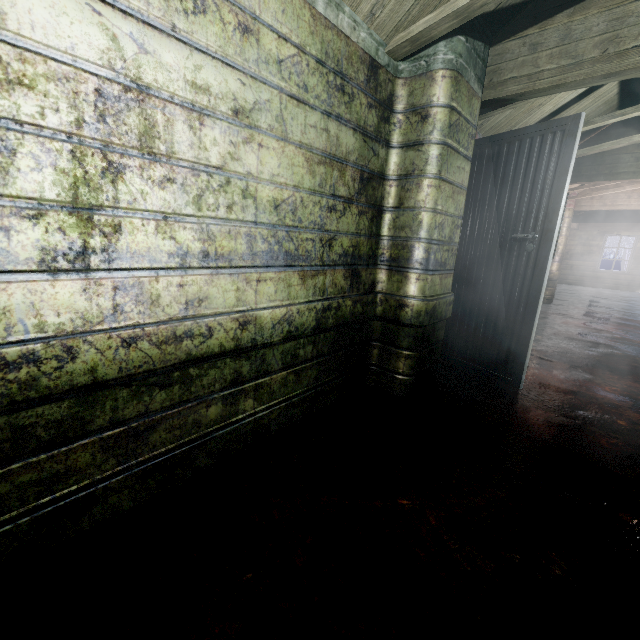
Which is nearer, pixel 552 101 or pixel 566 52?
pixel 566 52

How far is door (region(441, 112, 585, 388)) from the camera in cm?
218

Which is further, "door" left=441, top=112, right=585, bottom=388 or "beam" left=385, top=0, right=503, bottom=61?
"door" left=441, top=112, right=585, bottom=388

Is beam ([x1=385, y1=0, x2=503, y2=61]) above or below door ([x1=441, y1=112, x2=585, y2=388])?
above

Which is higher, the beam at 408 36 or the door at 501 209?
the beam at 408 36

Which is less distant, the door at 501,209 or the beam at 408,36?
the beam at 408,36
